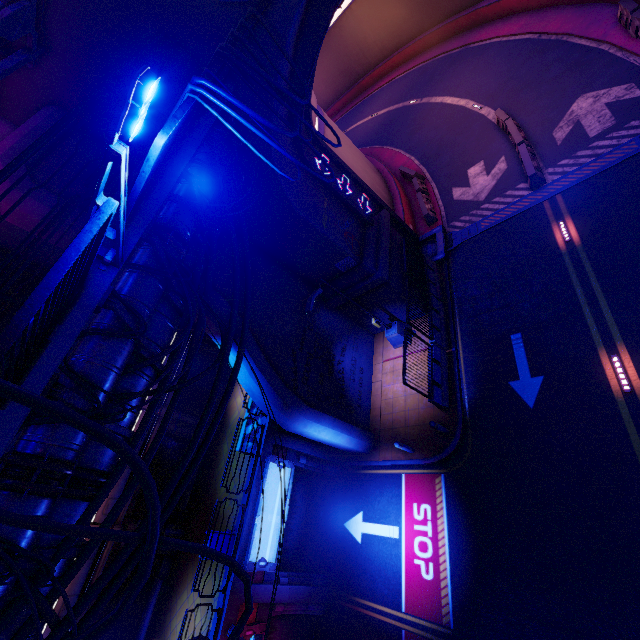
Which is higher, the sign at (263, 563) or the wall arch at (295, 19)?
the wall arch at (295, 19)

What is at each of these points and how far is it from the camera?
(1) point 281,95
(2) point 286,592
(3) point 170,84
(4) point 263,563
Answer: (1) cable, 6.18m
(2) column, 11.91m
(3) wall arch, 9.25m
(4) sign, 11.52m

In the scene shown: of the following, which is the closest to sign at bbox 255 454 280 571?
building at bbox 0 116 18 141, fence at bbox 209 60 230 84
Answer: building at bbox 0 116 18 141

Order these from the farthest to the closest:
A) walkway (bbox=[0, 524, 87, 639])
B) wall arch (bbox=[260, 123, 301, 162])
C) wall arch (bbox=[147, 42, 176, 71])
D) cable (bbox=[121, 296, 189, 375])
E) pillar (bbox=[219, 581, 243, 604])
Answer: pillar (bbox=[219, 581, 243, 604])
wall arch (bbox=[260, 123, 301, 162])
wall arch (bbox=[147, 42, 176, 71])
cable (bbox=[121, 296, 189, 375])
walkway (bbox=[0, 524, 87, 639])

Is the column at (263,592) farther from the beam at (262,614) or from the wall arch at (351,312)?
the wall arch at (351,312)

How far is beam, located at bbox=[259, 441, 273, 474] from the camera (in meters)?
12.96

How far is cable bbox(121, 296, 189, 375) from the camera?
6.54m

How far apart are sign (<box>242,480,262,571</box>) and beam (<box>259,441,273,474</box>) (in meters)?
0.13
